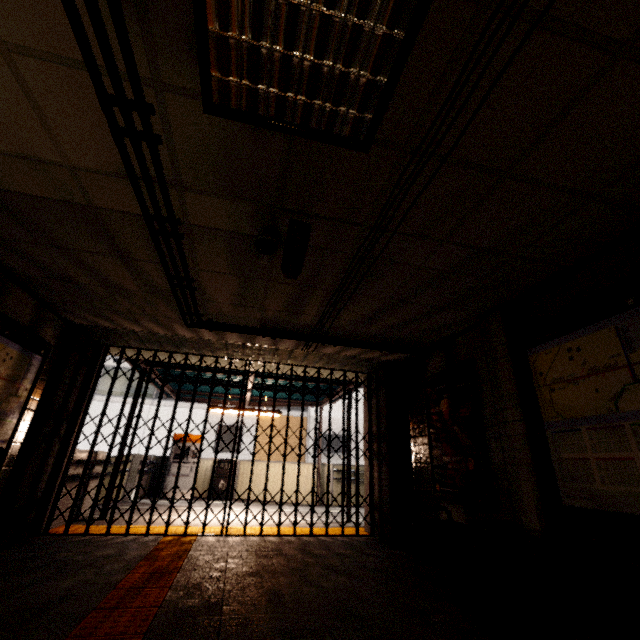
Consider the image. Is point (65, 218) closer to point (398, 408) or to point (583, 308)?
point (583, 308)

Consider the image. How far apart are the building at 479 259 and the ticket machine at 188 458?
9.7m

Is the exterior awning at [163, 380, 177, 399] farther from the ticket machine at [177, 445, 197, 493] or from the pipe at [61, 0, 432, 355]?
the pipe at [61, 0, 432, 355]

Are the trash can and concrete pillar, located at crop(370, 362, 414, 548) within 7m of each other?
yes

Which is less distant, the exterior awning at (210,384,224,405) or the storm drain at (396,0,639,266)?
the storm drain at (396,0,639,266)

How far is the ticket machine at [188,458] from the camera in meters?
10.1 m

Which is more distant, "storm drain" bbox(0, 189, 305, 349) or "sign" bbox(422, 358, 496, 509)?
"sign" bbox(422, 358, 496, 509)

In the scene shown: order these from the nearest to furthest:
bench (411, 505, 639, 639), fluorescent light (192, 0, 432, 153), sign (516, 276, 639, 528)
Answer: fluorescent light (192, 0, 432, 153)
bench (411, 505, 639, 639)
sign (516, 276, 639, 528)
